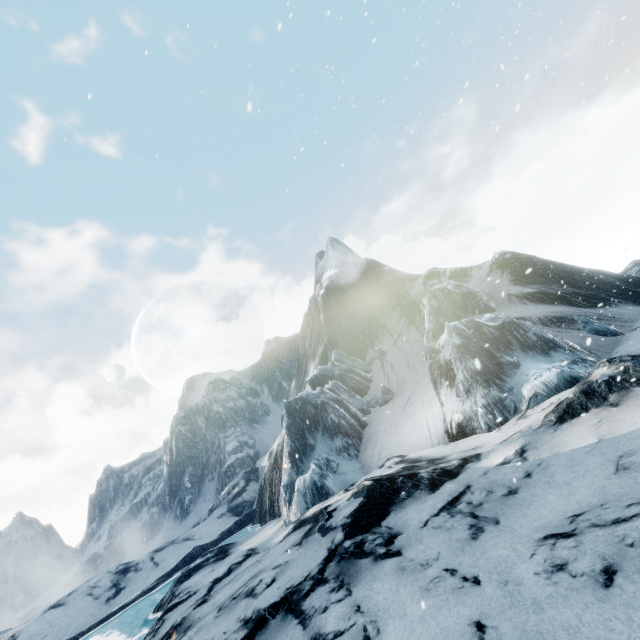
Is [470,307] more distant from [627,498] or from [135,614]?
[135,614]
